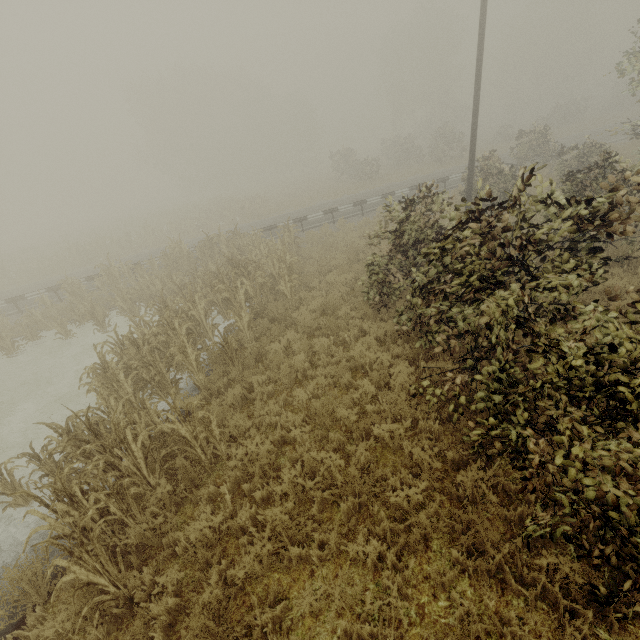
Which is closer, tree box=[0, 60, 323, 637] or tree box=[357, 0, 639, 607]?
tree box=[357, 0, 639, 607]

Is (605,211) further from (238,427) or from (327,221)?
(327,221)

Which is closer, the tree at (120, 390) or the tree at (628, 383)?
the tree at (628, 383)
